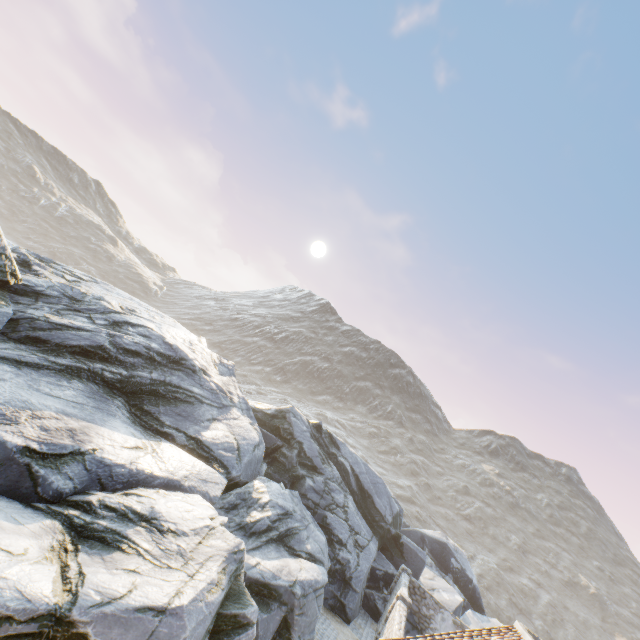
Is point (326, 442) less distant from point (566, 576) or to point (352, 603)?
point (352, 603)

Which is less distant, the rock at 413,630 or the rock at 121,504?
the rock at 121,504

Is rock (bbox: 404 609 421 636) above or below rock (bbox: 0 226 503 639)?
below

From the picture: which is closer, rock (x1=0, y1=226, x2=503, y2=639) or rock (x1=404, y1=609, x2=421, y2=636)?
rock (x1=0, y1=226, x2=503, y2=639)

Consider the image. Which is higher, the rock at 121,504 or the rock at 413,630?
the rock at 121,504
